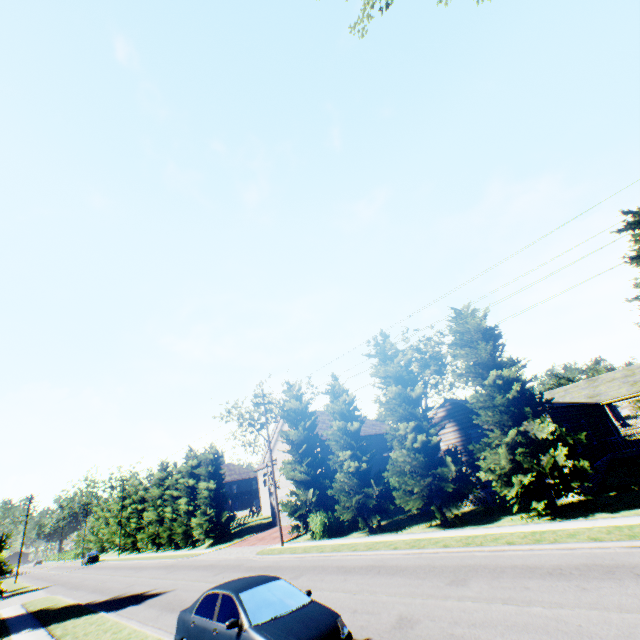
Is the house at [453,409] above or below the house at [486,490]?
above

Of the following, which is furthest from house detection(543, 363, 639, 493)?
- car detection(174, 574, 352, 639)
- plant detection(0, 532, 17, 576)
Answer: plant detection(0, 532, 17, 576)

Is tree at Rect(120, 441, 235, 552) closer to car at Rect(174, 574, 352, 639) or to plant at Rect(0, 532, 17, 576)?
plant at Rect(0, 532, 17, 576)

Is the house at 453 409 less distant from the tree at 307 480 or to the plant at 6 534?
the tree at 307 480

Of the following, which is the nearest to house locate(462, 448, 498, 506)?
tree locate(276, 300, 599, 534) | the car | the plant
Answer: tree locate(276, 300, 599, 534)

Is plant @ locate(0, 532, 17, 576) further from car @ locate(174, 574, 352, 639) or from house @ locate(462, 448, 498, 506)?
house @ locate(462, 448, 498, 506)

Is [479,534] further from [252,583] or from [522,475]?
[252,583]

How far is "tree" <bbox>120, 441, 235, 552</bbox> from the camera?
36.1m
